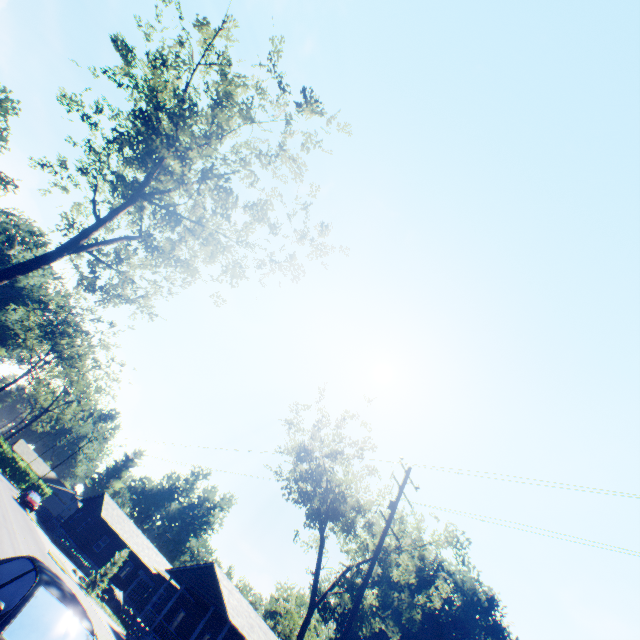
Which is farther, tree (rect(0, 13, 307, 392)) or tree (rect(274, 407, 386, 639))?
tree (rect(274, 407, 386, 639))

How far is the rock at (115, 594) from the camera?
29.83m

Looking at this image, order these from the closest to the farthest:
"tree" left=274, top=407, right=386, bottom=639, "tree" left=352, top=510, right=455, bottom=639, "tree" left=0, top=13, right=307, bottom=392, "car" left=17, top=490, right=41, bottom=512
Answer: "tree" left=0, top=13, right=307, bottom=392 < "tree" left=352, top=510, right=455, bottom=639 < "tree" left=274, top=407, right=386, bottom=639 < "car" left=17, top=490, right=41, bottom=512

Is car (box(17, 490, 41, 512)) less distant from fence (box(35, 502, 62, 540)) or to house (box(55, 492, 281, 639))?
fence (box(35, 502, 62, 540))

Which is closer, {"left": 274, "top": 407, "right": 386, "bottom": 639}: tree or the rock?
{"left": 274, "top": 407, "right": 386, "bottom": 639}: tree

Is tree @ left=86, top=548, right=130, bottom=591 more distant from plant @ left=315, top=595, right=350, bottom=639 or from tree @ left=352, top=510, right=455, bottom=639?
tree @ left=352, top=510, right=455, bottom=639

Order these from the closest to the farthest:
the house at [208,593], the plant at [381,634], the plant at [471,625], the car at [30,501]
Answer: the house at [208,593] → the plant at [381,634] → the plant at [471,625] → the car at [30,501]

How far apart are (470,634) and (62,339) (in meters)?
68.57
